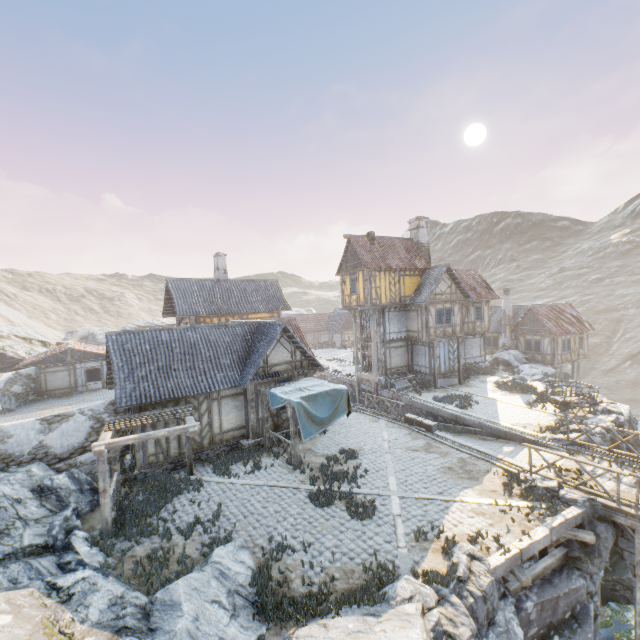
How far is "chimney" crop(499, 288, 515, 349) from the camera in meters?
35.5 m

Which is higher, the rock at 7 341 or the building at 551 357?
the rock at 7 341

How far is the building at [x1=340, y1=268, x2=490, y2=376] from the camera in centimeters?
2573cm

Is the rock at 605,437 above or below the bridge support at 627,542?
above

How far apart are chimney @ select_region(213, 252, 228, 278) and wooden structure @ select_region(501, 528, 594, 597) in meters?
26.1

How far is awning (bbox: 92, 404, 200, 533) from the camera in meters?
10.3

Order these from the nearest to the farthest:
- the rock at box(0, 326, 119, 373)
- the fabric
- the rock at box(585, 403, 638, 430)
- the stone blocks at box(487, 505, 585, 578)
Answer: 1. the stone blocks at box(487, 505, 585, 578)
2. the fabric
3. the rock at box(585, 403, 638, 430)
4. the rock at box(0, 326, 119, 373)

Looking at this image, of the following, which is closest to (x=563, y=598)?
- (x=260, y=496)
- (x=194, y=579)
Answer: (x=260, y=496)
